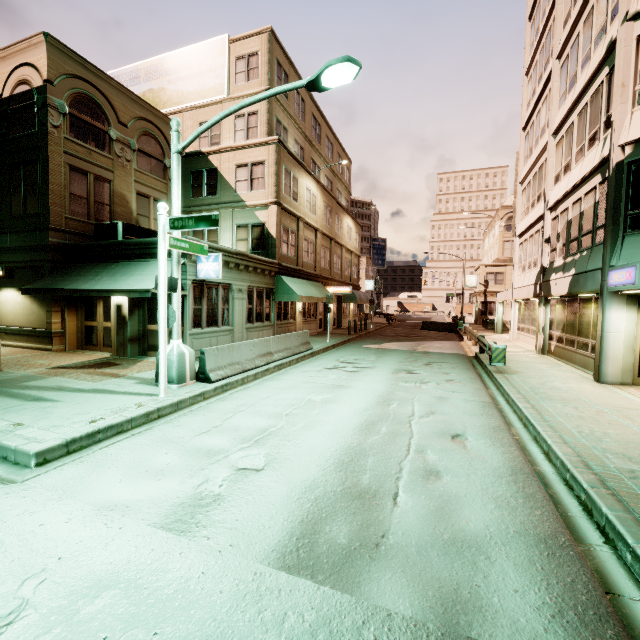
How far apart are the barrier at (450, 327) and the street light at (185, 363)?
27.3m

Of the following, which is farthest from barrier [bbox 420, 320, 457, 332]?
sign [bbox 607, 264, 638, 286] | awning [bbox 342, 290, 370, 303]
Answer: sign [bbox 607, 264, 638, 286]

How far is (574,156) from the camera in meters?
13.9 m

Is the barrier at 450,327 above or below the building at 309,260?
below

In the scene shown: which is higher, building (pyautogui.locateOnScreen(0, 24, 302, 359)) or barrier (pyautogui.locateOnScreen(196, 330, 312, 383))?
building (pyautogui.locateOnScreen(0, 24, 302, 359))

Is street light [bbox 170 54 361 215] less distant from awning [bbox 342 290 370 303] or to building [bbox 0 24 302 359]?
building [bbox 0 24 302 359]

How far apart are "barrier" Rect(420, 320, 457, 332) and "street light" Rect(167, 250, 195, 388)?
27.3 meters

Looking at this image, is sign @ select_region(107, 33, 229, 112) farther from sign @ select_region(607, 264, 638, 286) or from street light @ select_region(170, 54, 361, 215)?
sign @ select_region(607, 264, 638, 286)
